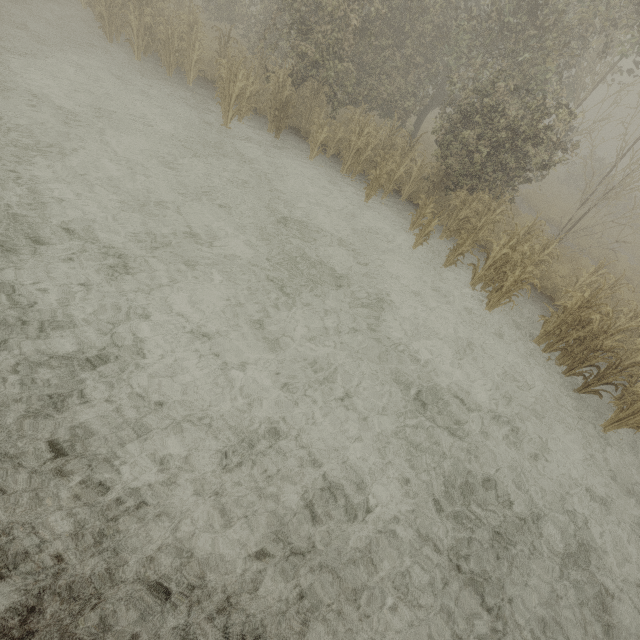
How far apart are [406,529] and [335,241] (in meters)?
6.24
